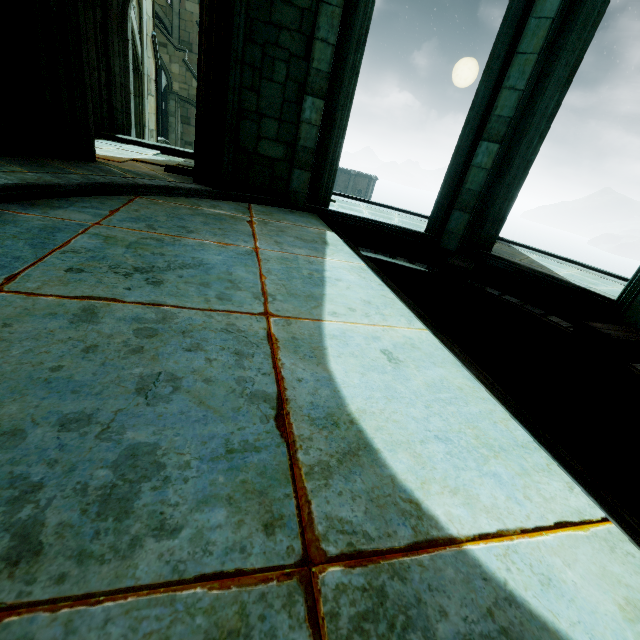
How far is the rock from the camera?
7.2m

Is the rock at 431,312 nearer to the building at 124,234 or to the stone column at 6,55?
the building at 124,234

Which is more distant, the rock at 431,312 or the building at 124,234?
the rock at 431,312

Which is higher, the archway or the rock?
the archway

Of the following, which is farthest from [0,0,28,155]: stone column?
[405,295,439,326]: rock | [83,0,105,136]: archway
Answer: [405,295,439,326]: rock

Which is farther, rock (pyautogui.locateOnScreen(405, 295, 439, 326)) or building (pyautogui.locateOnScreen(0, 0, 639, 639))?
rock (pyautogui.locateOnScreen(405, 295, 439, 326))

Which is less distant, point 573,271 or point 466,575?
point 466,575

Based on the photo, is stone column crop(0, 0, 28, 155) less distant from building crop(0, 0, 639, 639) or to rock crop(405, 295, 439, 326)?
building crop(0, 0, 639, 639)
